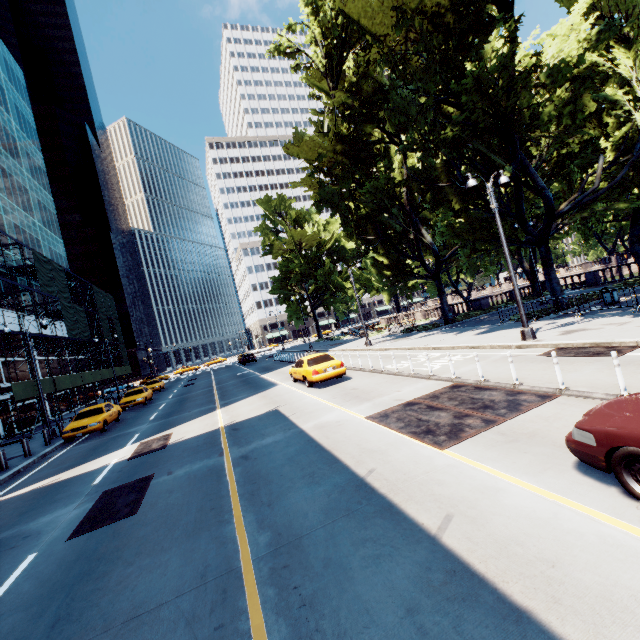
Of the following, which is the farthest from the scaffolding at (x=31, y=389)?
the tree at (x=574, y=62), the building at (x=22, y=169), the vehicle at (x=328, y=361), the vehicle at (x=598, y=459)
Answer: the vehicle at (x=598, y=459)

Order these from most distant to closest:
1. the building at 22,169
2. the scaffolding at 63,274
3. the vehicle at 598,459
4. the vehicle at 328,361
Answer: the building at 22,169 → the scaffolding at 63,274 → the vehicle at 328,361 → the vehicle at 598,459

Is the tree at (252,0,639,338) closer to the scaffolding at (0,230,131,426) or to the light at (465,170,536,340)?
the light at (465,170,536,340)

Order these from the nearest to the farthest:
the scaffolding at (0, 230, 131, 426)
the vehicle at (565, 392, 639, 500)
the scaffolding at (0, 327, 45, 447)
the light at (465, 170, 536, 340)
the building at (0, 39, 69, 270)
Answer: the vehicle at (565, 392, 639, 500), the light at (465, 170, 536, 340), the scaffolding at (0, 327, 45, 447), the scaffolding at (0, 230, 131, 426), the building at (0, 39, 69, 270)

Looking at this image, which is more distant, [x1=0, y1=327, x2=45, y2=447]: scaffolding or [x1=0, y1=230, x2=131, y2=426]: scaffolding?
[x1=0, y1=230, x2=131, y2=426]: scaffolding

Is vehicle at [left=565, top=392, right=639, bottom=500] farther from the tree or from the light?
the tree

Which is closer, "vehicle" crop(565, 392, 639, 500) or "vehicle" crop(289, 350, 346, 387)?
"vehicle" crop(565, 392, 639, 500)

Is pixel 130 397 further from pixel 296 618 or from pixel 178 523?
pixel 296 618
